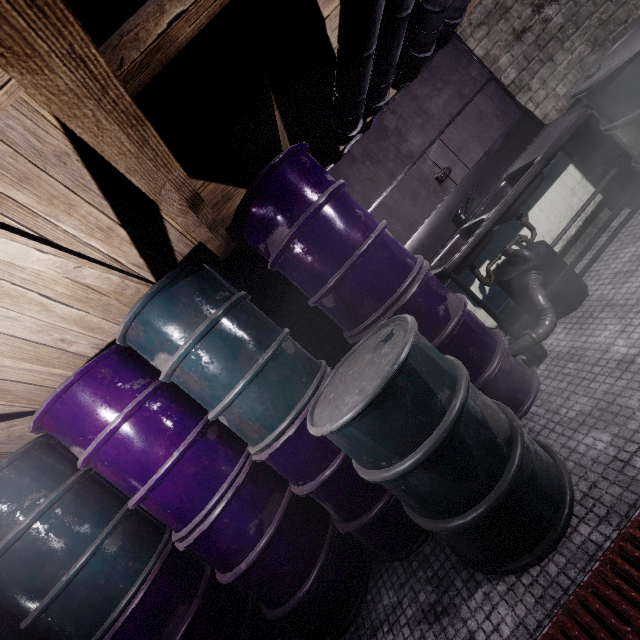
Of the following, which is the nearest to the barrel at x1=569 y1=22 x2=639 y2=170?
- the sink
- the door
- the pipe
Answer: the sink

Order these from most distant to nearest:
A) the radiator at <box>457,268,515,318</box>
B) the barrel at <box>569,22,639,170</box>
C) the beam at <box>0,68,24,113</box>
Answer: the radiator at <box>457,268,515,318</box> → the barrel at <box>569,22,639,170</box> → the beam at <box>0,68,24,113</box>

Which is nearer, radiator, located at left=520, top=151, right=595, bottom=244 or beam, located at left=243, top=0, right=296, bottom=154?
beam, located at left=243, top=0, right=296, bottom=154

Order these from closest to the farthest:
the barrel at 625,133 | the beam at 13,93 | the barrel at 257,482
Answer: the beam at 13,93
the barrel at 257,482
the barrel at 625,133

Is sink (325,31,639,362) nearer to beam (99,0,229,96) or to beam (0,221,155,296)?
beam (99,0,229,96)

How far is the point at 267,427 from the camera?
1.79m

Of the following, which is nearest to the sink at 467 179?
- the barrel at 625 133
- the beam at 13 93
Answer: the barrel at 625 133

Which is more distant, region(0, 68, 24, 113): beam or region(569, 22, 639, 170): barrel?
region(569, 22, 639, 170): barrel
